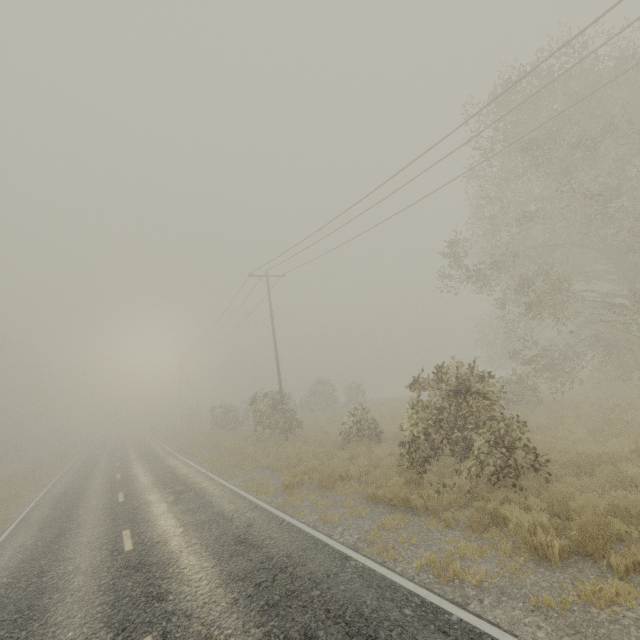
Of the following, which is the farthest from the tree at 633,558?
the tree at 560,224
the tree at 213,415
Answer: the tree at 560,224

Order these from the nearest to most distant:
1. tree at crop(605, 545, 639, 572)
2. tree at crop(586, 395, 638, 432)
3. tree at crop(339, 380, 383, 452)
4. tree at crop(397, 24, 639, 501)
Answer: tree at crop(605, 545, 639, 572) → tree at crop(397, 24, 639, 501) → tree at crop(586, 395, 638, 432) → tree at crop(339, 380, 383, 452)

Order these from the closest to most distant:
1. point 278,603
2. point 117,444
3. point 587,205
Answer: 1. point 278,603
2. point 587,205
3. point 117,444

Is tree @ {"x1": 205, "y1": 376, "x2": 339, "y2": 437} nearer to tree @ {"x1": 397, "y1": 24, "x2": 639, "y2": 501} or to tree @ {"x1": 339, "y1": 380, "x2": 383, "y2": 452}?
tree @ {"x1": 339, "y1": 380, "x2": 383, "y2": 452}

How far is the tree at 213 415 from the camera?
21.8 meters

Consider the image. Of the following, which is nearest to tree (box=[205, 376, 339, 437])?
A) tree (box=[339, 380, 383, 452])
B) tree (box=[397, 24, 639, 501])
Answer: tree (box=[339, 380, 383, 452])
